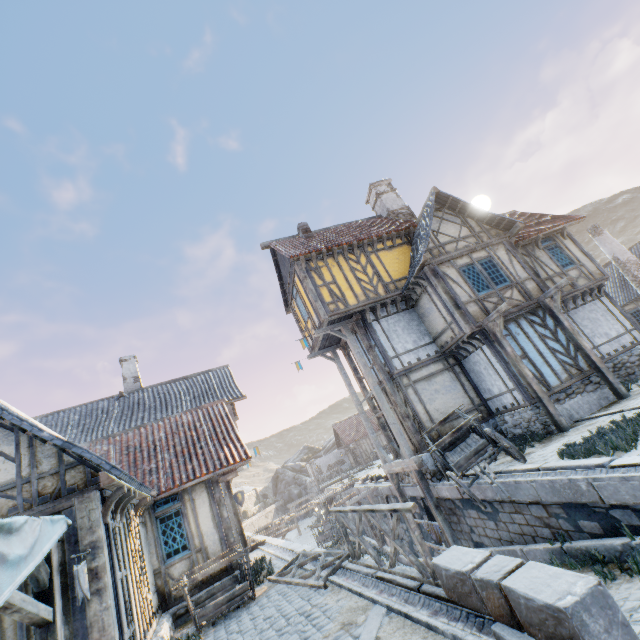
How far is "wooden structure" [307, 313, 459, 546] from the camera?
11.16m

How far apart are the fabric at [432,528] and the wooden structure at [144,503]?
9.3 meters

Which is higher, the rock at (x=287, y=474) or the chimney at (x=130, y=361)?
the chimney at (x=130, y=361)

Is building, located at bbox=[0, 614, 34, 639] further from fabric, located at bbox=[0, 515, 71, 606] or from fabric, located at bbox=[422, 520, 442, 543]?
fabric, located at bbox=[422, 520, 442, 543]

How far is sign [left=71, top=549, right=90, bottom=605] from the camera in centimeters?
486cm

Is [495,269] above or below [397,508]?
above

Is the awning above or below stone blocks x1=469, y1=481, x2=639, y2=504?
above

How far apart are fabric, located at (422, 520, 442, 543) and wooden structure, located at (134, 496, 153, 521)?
9.3 meters
